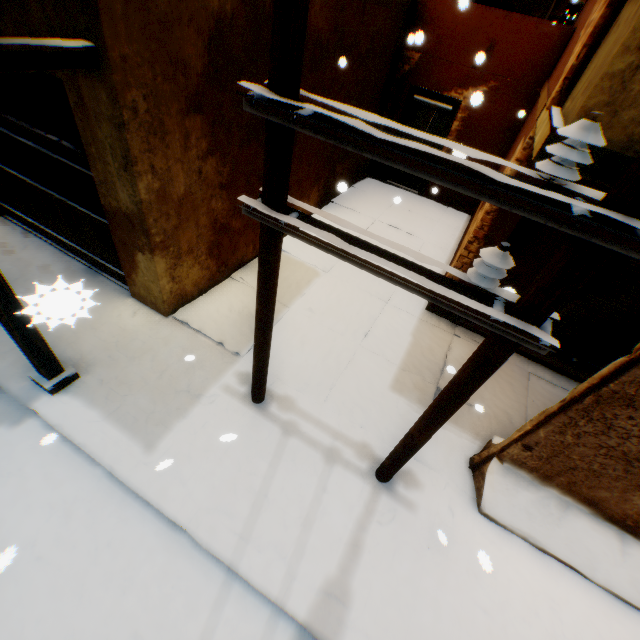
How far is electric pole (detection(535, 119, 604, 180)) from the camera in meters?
1.4

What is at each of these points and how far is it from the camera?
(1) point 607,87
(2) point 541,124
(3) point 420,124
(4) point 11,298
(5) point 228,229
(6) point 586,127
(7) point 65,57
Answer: (1) balcony, 2.0m
(2) balcony, 3.1m
(3) door, 8.7m
(4) wooden beam, 3.0m
(5) building, 5.2m
(6) electric pole, 1.4m
(7) wooden beam, 2.5m

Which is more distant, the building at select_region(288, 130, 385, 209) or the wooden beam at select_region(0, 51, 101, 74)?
the building at select_region(288, 130, 385, 209)

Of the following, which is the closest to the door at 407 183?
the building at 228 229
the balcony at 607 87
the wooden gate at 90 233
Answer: the building at 228 229

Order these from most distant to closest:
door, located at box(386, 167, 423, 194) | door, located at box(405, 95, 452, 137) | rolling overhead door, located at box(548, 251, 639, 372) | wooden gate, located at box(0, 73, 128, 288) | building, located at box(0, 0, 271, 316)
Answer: door, located at box(386, 167, 423, 194)
door, located at box(405, 95, 452, 137)
rolling overhead door, located at box(548, 251, 639, 372)
wooden gate, located at box(0, 73, 128, 288)
building, located at box(0, 0, 271, 316)

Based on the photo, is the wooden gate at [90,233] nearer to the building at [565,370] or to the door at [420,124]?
the building at [565,370]

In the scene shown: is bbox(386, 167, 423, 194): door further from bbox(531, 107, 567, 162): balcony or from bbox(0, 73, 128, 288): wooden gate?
bbox(0, 73, 128, 288): wooden gate

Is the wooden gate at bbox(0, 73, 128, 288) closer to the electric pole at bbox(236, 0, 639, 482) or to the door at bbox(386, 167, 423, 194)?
the electric pole at bbox(236, 0, 639, 482)
